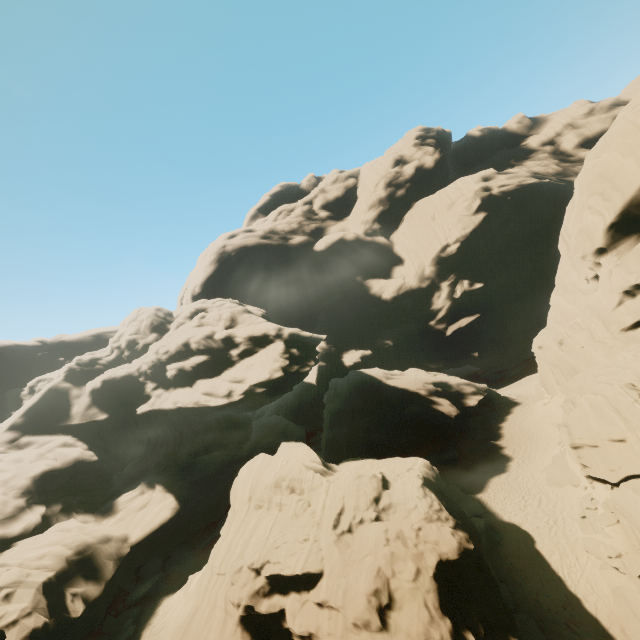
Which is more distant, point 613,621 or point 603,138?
point 603,138

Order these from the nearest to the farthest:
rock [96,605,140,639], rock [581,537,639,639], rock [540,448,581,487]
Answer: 1. rock [581,537,639,639]
2. rock [96,605,140,639]
3. rock [540,448,581,487]

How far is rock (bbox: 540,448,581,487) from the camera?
21.50m

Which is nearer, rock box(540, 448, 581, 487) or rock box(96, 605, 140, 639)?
rock box(96, 605, 140, 639)

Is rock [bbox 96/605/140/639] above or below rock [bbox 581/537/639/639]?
above

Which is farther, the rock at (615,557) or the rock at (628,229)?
the rock at (628,229)

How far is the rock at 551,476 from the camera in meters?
21.5
